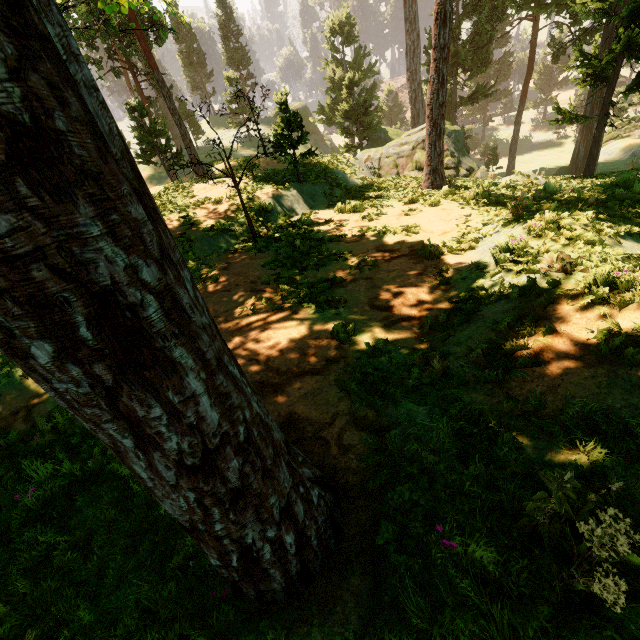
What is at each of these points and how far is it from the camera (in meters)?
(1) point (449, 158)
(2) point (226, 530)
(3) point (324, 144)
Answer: (1) treerock, 21.89
(2) treerock, 2.25
(3) rock, 57.81

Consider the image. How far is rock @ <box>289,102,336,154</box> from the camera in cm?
5356

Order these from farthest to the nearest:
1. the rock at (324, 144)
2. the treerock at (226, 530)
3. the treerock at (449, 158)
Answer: the rock at (324, 144) < the treerock at (449, 158) < the treerock at (226, 530)

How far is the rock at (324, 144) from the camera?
53.6m

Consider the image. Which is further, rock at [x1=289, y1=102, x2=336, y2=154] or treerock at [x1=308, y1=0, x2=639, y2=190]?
rock at [x1=289, y1=102, x2=336, y2=154]

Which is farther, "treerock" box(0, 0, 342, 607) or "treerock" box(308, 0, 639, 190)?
"treerock" box(308, 0, 639, 190)

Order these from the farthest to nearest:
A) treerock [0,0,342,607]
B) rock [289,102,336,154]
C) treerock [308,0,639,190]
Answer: rock [289,102,336,154]
treerock [308,0,639,190]
treerock [0,0,342,607]
